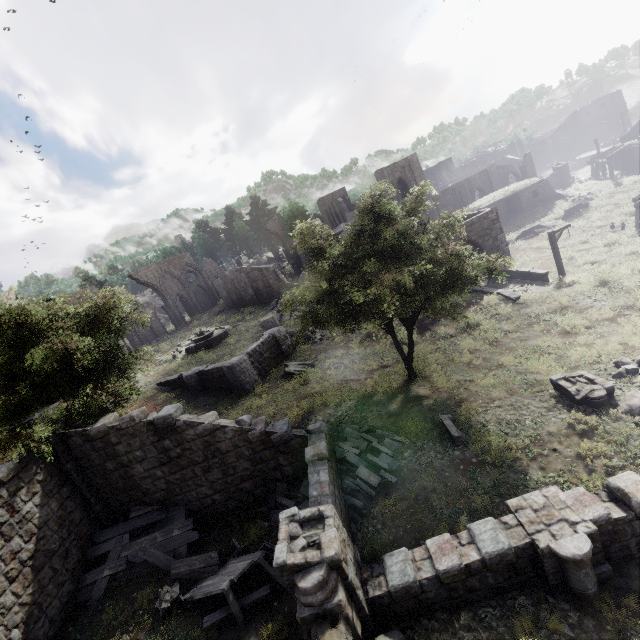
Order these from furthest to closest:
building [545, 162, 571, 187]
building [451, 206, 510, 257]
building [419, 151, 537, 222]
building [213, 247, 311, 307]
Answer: building [545, 162, 571, 187] → building [419, 151, 537, 222] → building [213, 247, 311, 307] → building [451, 206, 510, 257]

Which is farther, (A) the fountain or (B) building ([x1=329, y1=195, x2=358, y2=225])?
(B) building ([x1=329, y1=195, x2=358, y2=225])

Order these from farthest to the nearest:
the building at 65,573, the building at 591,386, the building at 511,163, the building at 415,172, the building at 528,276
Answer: the building at 511,163
the building at 415,172
the building at 528,276
the building at 591,386
the building at 65,573

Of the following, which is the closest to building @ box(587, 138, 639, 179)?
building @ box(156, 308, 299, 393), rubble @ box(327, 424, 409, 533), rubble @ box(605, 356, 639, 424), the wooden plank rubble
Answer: building @ box(156, 308, 299, 393)

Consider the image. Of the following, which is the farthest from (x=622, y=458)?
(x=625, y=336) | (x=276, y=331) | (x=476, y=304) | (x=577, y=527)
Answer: (x=276, y=331)

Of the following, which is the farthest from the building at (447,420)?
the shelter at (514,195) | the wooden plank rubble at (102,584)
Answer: the shelter at (514,195)

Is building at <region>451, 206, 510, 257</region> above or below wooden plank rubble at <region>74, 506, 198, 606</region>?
above

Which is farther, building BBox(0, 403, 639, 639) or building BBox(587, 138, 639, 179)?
building BBox(587, 138, 639, 179)
